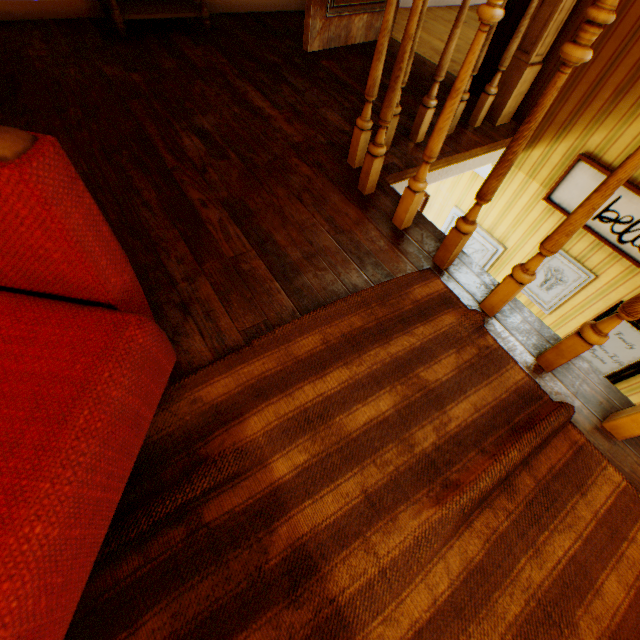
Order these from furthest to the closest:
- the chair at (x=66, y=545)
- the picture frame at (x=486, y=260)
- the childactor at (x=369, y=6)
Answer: the picture frame at (x=486, y=260) < the childactor at (x=369, y=6) < the chair at (x=66, y=545)

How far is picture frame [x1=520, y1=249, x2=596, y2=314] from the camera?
2.9 meters

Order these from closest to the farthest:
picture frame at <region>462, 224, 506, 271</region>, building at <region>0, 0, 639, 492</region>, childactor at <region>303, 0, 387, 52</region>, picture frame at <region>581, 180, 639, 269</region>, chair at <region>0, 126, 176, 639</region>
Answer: chair at <region>0, 126, 176, 639</region>, building at <region>0, 0, 639, 492</region>, picture frame at <region>581, 180, 639, 269</region>, childactor at <region>303, 0, 387, 52</region>, picture frame at <region>462, 224, 506, 271</region>

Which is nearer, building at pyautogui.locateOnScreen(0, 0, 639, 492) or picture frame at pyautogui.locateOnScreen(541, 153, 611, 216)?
building at pyautogui.locateOnScreen(0, 0, 639, 492)

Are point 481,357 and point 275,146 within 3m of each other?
yes

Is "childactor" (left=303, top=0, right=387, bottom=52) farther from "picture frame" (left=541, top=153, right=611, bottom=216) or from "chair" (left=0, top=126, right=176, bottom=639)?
"chair" (left=0, top=126, right=176, bottom=639)

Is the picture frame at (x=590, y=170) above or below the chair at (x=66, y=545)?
below

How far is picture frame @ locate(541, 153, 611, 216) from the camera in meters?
2.5 m
